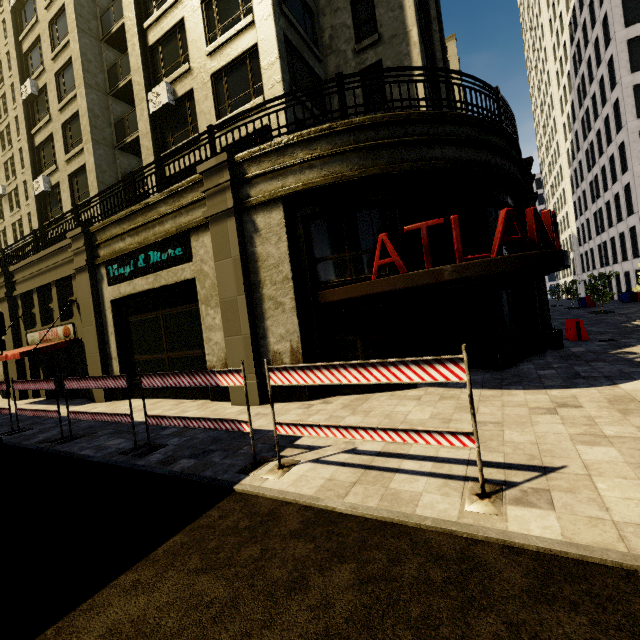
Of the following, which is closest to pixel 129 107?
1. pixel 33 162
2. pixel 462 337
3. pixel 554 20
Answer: pixel 33 162

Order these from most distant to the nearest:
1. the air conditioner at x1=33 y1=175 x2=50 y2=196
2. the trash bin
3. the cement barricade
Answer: the air conditioner at x1=33 y1=175 x2=50 y2=196 → the cement barricade → the trash bin

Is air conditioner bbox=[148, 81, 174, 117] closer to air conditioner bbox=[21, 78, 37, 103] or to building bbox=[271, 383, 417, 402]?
building bbox=[271, 383, 417, 402]

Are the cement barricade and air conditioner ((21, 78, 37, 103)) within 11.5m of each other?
no

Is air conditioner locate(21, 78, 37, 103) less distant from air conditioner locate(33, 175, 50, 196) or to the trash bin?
air conditioner locate(33, 175, 50, 196)

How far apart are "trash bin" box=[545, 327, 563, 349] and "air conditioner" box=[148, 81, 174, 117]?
17.6 meters

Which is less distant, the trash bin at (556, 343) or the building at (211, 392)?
the building at (211, 392)

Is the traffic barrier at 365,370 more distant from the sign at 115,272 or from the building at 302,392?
the sign at 115,272
